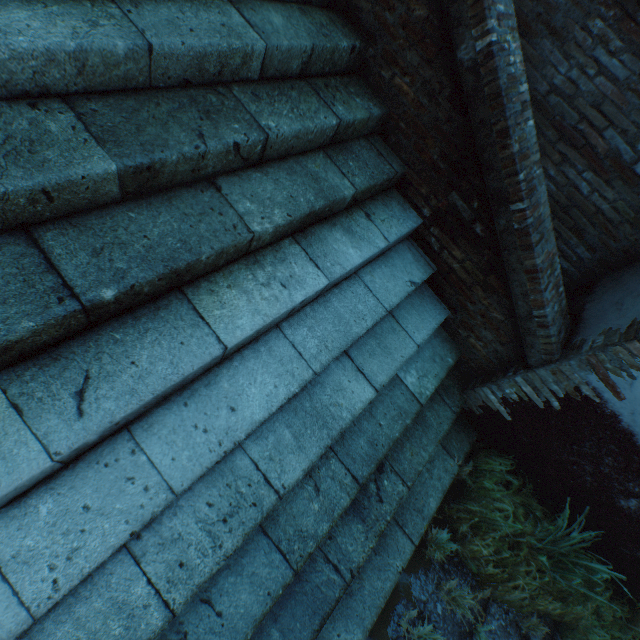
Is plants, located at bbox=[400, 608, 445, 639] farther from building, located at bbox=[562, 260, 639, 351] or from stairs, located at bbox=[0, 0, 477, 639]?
building, located at bbox=[562, 260, 639, 351]

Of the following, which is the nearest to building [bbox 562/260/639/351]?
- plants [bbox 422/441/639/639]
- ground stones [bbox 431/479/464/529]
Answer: ground stones [bbox 431/479/464/529]

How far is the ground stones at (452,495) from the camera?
2.9 meters

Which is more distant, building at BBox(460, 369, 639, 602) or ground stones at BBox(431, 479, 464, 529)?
ground stones at BBox(431, 479, 464, 529)

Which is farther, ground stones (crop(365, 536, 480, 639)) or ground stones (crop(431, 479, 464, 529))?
ground stones (crop(431, 479, 464, 529))

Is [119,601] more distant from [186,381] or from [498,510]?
[498,510]

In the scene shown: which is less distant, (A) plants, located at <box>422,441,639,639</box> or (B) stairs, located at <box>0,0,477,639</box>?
(B) stairs, located at <box>0,0,477,639</box>

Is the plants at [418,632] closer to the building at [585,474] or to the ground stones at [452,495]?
the ground stones at [452,495]
